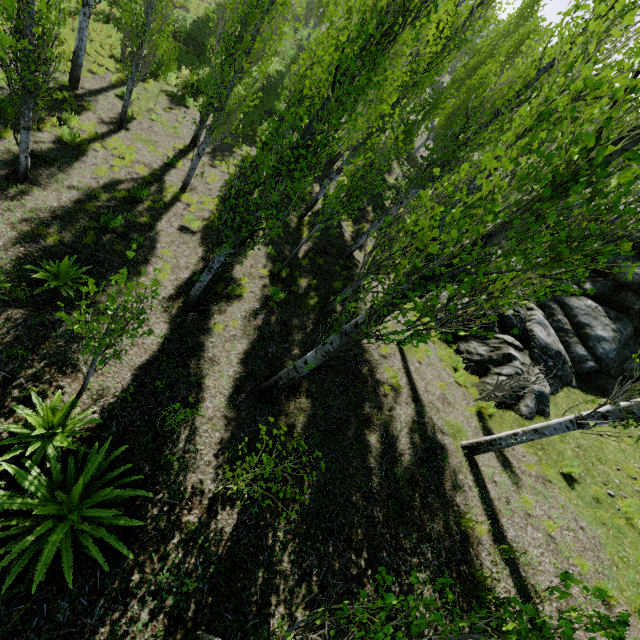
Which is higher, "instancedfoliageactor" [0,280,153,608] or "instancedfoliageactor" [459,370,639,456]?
"instancedfoliageactor" [459,370,639,456]

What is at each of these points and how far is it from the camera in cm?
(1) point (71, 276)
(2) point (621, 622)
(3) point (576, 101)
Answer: (1) instancedfoliageactor, 656
(2) instancedfoliageactor, 157
(3) instancedfoliageactor, 284

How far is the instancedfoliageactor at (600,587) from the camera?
1.4 meters

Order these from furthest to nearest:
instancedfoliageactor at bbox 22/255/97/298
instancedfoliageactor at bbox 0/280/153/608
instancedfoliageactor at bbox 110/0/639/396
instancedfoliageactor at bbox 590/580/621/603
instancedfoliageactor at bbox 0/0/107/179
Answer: instancedfoliageactor at bbox 22/255/97/298 < instancedfoliageactor at bbox 0/0/107/179 < instancedfoliageactor at bbox 0/280/153/608 < instancedfoliageactor at bbox 110/0/639/396 < instancedfoliageactor at bbox 590/580/621/603

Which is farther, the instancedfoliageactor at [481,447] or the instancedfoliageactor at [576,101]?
the instancedfoliageactor at [481,447]

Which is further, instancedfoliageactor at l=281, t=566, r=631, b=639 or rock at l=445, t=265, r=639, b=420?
rock at l=445, t=265, r=639, b=420

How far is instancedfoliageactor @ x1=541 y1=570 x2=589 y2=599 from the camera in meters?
1.5 m
